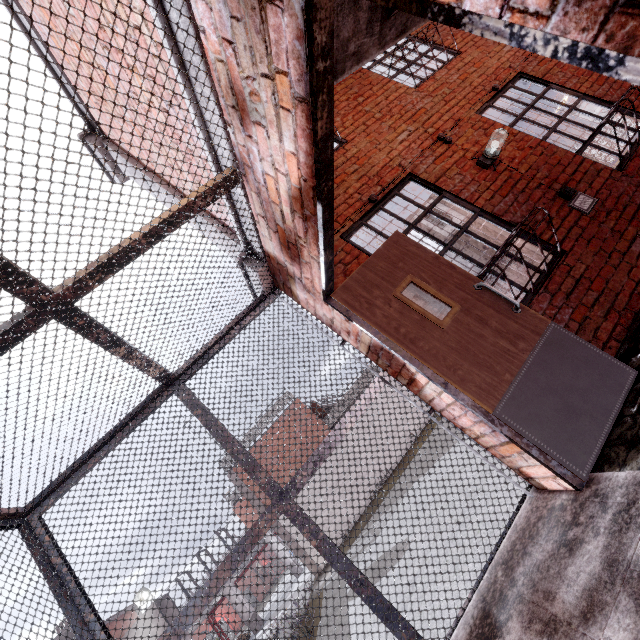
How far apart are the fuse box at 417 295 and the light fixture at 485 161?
2.12m

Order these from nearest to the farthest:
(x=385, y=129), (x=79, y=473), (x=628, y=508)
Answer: (x=628, y=508), (x=79, y=473), (x=385, y=129)

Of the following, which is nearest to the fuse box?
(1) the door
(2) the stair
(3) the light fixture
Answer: (1) the door

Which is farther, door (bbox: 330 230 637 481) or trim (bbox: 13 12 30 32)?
trim (bbox: 13 12 30 32)

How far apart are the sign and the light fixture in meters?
0.9

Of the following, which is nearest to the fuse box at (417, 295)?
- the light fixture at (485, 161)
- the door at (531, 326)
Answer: the door at (531, 326)

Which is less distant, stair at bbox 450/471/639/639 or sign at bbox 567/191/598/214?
stair at bbox 450/471/639/639

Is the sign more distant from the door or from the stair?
the stair
